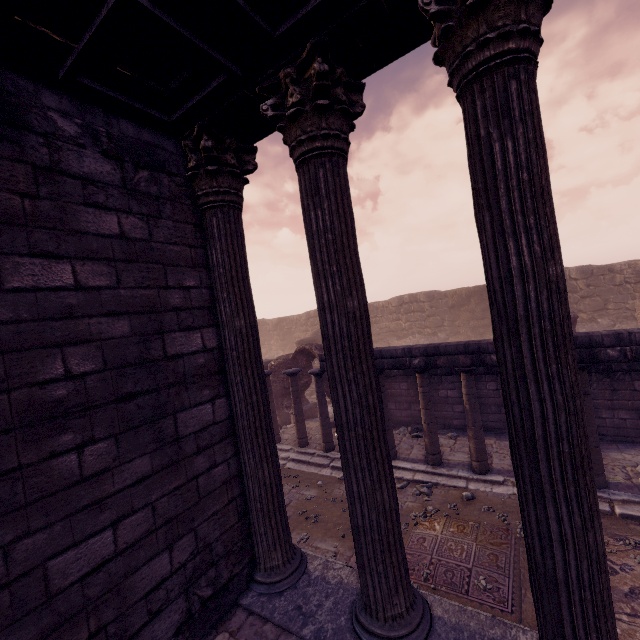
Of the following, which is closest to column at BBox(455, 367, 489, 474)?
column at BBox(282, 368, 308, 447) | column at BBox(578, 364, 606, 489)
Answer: column at BBox(578, 364, 606, 489)

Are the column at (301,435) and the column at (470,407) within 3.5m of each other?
no

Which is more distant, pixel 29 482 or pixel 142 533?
pixel 142 533

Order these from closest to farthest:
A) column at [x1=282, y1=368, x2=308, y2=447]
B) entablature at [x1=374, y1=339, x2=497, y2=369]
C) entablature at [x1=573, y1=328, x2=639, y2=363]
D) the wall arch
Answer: entablature at [x1=573, y1=328, x2=639, y2=363] < entablature at [x1=374, y1=339, x2=497, y2=369] < column at [x1=282, y1=368, x2=308, y2=447] < the wall arch

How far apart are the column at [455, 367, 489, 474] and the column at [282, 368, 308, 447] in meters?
5.0 m

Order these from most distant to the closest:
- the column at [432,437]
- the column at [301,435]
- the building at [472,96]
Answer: the column at [301,435], the column at [432,437], the building at [472,96]

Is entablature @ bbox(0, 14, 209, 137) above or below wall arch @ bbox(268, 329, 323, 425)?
above

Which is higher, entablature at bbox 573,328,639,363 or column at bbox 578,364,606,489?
entablature at bbox 573,328,639,363
